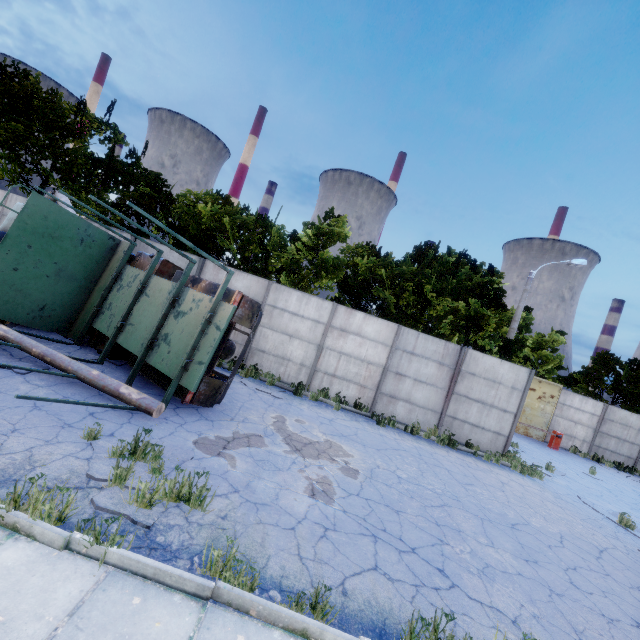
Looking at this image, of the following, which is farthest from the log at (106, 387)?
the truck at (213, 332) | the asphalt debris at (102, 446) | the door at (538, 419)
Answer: the door at (538, 419)

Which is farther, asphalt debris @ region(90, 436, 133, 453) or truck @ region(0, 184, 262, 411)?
truck @ region(0, 184, 262, 411)

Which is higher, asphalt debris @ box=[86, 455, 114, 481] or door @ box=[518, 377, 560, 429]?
door @ box=[518, 377, 560, 429]

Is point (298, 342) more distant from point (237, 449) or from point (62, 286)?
point (62, 286)

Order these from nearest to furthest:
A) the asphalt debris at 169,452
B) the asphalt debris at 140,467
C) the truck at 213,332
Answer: the asphalt debris at 140,467 < the asphalt debris at 169,452 < the truck at 213,332

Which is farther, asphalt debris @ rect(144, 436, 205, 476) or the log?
the log

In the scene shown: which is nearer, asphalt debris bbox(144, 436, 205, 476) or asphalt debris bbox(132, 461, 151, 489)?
asphalt debris bbox(132, 461, 151, 489)

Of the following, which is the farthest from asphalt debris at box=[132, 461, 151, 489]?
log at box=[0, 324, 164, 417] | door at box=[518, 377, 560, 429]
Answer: door at box=[518, 377, 560, 429]
